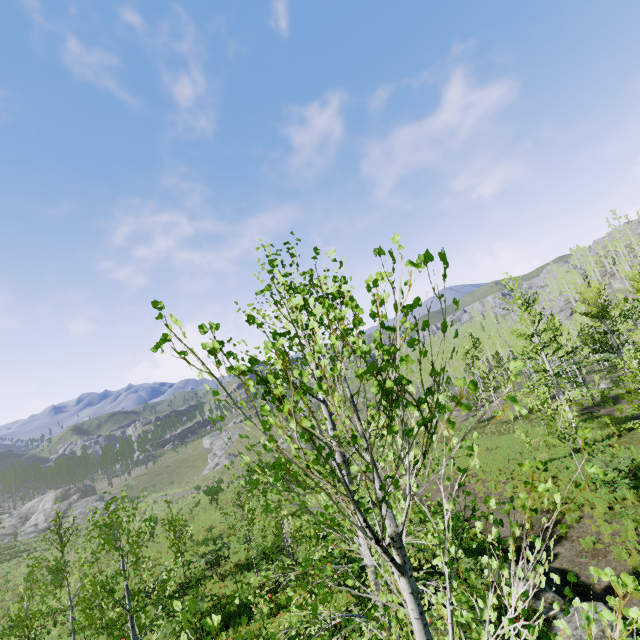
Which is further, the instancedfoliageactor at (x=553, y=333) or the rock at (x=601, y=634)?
the rock at (x=601, y=634)

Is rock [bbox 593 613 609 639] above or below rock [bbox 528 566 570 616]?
above

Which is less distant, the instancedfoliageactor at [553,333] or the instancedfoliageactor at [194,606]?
the instancedfoliageactor at [553,333]

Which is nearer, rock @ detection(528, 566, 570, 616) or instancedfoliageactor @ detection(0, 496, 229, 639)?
instancedfoliageactor @ detection(0, 496, 229, 639)

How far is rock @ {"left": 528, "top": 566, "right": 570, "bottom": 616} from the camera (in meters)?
9.29

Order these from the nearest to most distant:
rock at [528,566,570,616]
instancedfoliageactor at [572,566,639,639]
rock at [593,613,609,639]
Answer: instancedfoliageactor at [572,566,639,639] < rock at [593,613,609,639] < rock at [528,566,570,616]

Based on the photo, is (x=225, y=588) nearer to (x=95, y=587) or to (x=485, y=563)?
(x=95, y=587)
